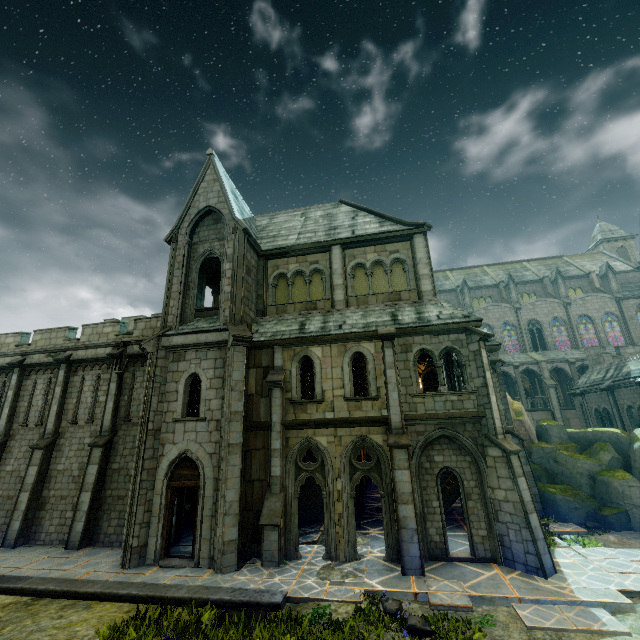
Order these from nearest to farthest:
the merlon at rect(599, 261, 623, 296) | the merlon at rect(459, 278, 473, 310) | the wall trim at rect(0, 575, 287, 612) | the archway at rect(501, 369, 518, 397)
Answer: the wall trim at rect(0, 575, 287, 612), the archway at rect(501, 369, 518, 397), the merlon at rect(599, 261, 623, 296), the merlon at rect(459, 278, 473, 310)

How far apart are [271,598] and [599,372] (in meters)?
30.04

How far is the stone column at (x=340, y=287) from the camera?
15.95m

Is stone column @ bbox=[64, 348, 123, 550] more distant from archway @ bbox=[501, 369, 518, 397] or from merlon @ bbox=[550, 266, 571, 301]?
merlon @ bbox=[550, 266, 571, 301]

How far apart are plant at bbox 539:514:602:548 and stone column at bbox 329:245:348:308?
12.63m

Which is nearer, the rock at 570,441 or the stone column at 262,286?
the rock at 570,441

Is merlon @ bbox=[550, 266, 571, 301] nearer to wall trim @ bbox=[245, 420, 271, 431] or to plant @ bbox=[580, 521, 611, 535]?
plant @ bbox=[580, 521, 611, 535]

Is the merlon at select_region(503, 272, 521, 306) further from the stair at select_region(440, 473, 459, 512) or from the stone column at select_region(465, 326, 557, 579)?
the stone column at select_region(465, 326, 557, 579)
